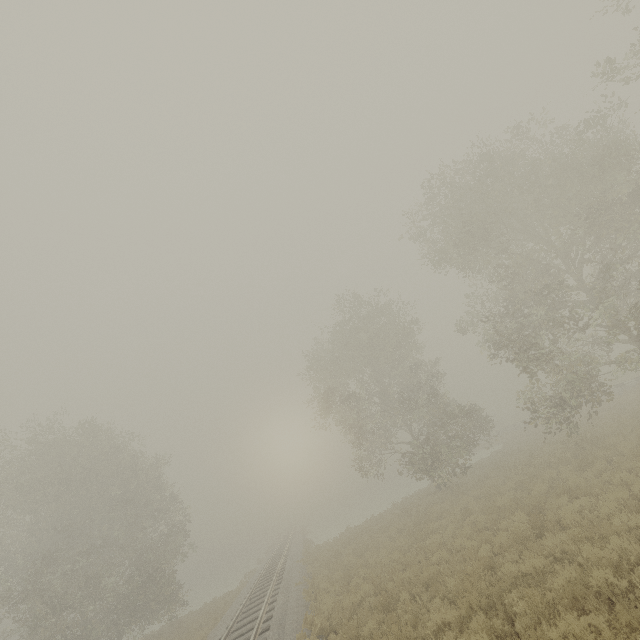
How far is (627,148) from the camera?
13.9m

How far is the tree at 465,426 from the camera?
22.25m

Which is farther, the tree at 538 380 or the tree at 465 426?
the tree at 465 426

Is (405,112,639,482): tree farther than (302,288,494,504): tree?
No

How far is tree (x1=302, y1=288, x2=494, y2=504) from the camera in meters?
22.2 m
